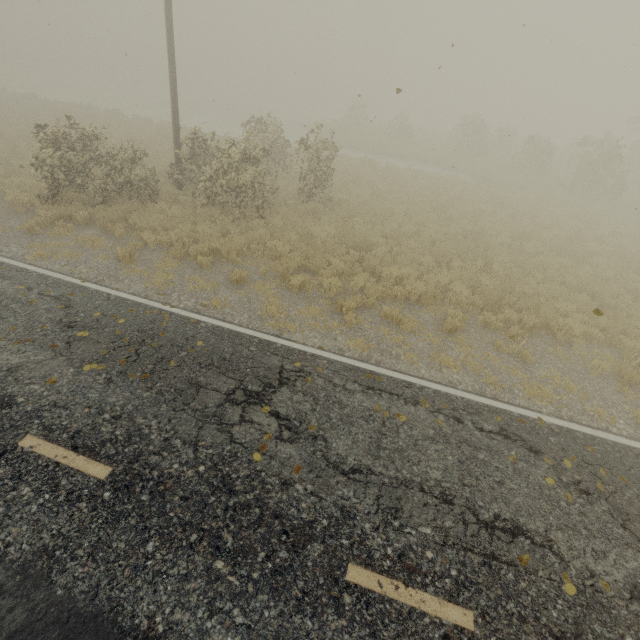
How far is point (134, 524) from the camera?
4.1m
